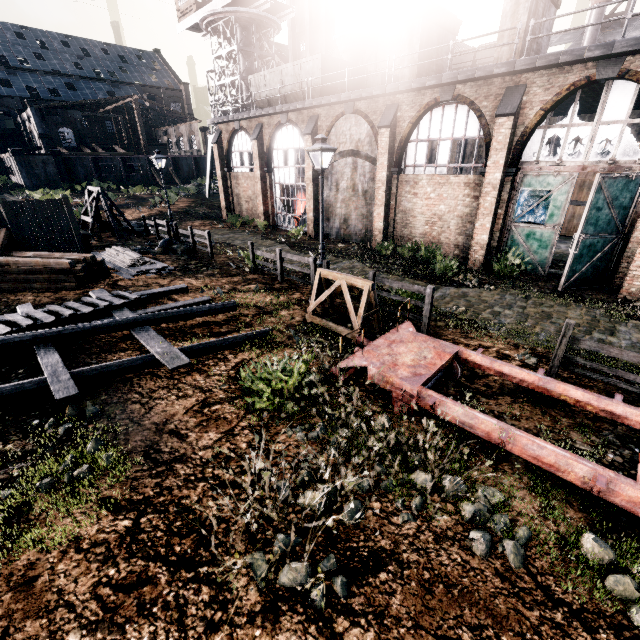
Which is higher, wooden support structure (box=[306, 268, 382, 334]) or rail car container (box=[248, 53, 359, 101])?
rail car container (box=[248, 53, 359, 101])

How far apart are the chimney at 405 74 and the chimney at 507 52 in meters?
3.8

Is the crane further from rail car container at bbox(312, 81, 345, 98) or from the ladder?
the ladder

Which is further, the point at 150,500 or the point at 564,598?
the point at 150,500

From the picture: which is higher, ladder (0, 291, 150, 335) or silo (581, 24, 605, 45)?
silo (581, 24, 605, 45)

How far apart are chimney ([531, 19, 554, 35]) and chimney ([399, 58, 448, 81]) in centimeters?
384cm

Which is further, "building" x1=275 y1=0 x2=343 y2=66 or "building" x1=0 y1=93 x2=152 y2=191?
"building" x1=275 y1=0 x2=343 y2=66

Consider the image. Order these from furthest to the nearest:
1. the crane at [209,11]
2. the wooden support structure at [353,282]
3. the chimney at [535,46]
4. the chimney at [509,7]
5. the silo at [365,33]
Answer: the silo at [365,33], the crane at [209,11], the chimney at [535,46], the chimney at [509,7], the wooden support structure at [353,282]
